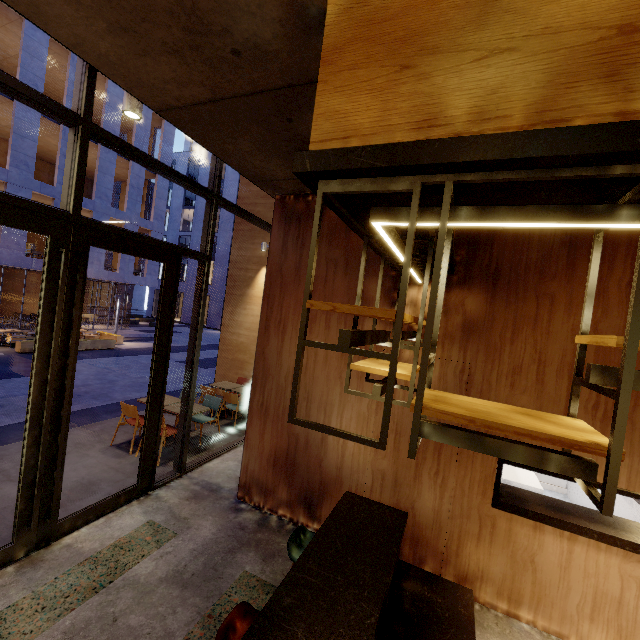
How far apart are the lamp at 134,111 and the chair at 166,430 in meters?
4.4 m

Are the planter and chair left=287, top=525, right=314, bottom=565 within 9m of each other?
no

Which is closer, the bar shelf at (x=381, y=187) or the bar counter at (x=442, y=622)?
the bar shelf at (x=381, y=187)

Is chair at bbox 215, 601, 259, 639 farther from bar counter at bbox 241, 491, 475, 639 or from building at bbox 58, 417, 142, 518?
building at bbox 58, 417, 142, 518

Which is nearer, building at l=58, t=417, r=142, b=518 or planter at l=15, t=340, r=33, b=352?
building at l=58, t=417, r=142, b=518

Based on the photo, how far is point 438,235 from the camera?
1.4 meters

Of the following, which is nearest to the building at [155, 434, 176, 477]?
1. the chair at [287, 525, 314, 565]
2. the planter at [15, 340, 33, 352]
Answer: the chair at [287, 525, 314, 565]

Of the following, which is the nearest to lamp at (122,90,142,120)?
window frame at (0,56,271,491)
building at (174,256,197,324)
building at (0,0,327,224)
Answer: window frame at (0,56,271,491)
